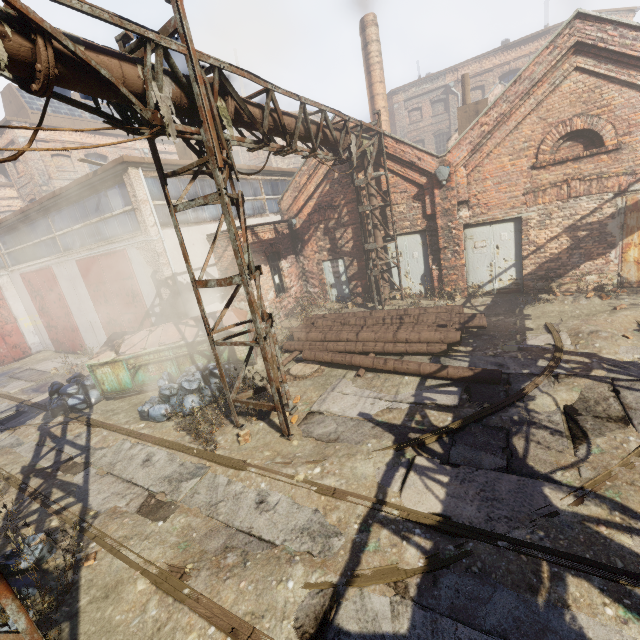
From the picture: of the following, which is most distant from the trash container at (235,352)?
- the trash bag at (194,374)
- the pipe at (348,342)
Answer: the pipe at (348,342)

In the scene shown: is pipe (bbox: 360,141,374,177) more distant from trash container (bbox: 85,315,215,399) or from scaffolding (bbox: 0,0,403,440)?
trash container (bbox: 85,315,215,399)

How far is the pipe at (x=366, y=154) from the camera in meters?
10.7

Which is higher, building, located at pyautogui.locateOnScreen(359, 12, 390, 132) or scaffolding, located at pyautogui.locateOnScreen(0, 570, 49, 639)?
building, located at pyautogui.locateOnScreen(359, 12, 390, 132)

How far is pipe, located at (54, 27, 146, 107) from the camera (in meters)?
3.57

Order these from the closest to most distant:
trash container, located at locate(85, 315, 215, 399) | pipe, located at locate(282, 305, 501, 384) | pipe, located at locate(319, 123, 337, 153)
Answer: pipe, located at locate(282, 305, 501, 384) < pipe, located at locate(319, 123, 337, 153) < trash container, located at locate(85, 315, 215, 399)

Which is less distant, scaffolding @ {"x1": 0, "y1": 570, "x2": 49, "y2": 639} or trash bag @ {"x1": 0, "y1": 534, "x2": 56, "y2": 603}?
scaffolding @ {"x1": 0, "y1": 570, "x2": 49, "y2": 639}

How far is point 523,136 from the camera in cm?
952
